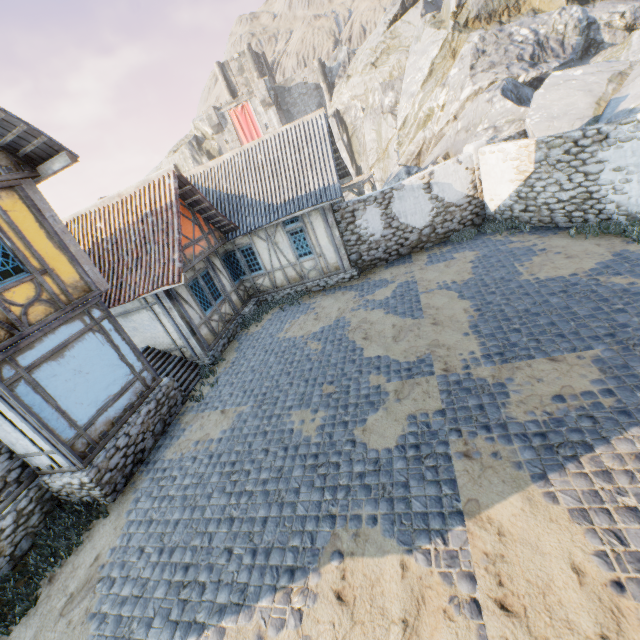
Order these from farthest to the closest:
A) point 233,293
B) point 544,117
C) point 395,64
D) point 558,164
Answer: point 395,64, point 233,293, point 544,117, point 558,164

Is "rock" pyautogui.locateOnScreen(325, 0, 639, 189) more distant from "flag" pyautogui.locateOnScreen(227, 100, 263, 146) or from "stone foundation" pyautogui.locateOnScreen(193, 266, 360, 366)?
"flag" pyautogui.locateOnScreen(227, 100, 263, 146)

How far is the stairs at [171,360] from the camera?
10.8 meters

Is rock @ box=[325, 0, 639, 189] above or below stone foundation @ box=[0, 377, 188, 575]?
above

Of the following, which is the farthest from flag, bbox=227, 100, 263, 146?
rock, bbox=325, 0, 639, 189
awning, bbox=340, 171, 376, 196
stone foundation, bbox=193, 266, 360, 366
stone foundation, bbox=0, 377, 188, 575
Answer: awning, bbox=340, 171, 376, 196

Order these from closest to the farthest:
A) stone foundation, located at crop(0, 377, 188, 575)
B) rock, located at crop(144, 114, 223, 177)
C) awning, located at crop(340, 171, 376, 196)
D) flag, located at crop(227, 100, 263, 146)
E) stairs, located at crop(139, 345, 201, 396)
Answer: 1. stone foundation, located at crop(0, 377, 188, 575)
2. stairs, located at crop(139, 345, 201, 396)
3. awning, located at crop(340, 171, 376, 196)
4. flag, located at crop(227, 100, 263, 146)
5. rock, located at crop(144, 114, 223, 177)

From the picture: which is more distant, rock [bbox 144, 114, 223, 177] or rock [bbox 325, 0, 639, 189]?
rock [bbox 144, 114, 223, 177]

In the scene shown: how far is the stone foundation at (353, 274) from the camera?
11.79m
